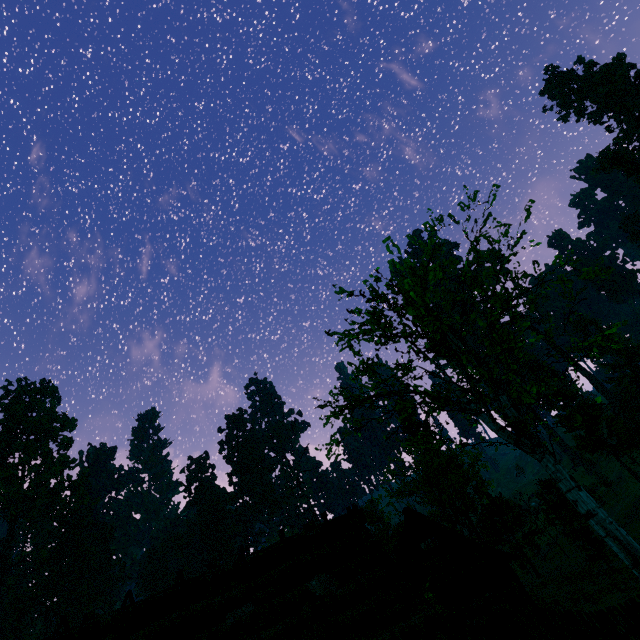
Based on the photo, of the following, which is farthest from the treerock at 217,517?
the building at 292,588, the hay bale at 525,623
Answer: the hay bale at 525,623

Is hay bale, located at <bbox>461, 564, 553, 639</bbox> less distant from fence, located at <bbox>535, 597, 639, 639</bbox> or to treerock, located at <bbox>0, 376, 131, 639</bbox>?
fence, located at <bbox>535, 597, 639, 639</bbox>

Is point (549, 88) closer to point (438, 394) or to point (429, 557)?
point (438, 394)

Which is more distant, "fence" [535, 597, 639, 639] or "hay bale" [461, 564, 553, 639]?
"fence" [535, 597, 639, 639]

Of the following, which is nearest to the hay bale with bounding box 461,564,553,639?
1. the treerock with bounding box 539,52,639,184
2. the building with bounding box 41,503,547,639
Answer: the building with bounding box 41,503,547,639
